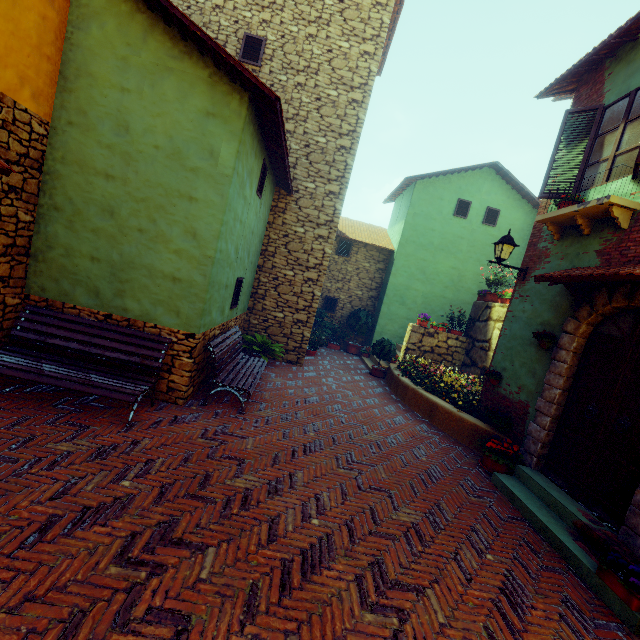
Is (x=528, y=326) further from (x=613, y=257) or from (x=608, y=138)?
(x=608, y=138)

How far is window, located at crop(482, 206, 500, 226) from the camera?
13.0m

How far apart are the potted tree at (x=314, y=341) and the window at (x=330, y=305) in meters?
0.4

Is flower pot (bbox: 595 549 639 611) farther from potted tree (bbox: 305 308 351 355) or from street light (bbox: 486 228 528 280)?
potted tree (bbox: 305 308 351 355)

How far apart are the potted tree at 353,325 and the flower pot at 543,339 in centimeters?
764cm

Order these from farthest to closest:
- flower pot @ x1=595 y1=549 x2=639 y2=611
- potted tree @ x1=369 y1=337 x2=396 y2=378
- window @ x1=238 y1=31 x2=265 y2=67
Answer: potted tree @ x1=369 y1=337 x2=396 y2=378, window @ x1=238 y1=31 x2=265 y2=67, flower pot @ x1=595 y1=549 x2=639 y2=611

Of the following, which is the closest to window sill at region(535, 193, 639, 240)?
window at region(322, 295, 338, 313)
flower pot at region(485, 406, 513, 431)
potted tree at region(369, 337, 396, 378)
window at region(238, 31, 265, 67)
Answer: window at region(238, 31, 265, 67)

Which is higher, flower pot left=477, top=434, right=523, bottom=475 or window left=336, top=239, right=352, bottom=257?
window left=336, top=239, right=352, bottom=257
